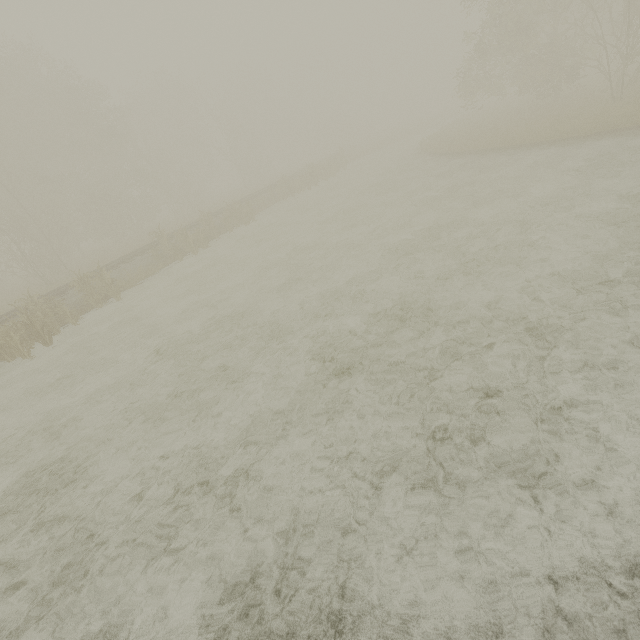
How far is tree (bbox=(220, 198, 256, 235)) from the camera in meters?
21.0

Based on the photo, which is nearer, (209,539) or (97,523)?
(209,539)

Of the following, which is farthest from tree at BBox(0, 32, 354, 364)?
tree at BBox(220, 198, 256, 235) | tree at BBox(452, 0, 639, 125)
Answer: tree at BBox(220, 198, 256, 235)

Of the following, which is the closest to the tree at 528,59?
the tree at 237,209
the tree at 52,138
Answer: the tree at 52,138

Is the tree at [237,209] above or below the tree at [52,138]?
below

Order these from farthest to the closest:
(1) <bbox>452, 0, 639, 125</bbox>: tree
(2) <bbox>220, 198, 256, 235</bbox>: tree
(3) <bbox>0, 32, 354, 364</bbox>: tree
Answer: (2) <bbox>220, 198, 256, 235</bbox>: tree → (3) <bbox>0, 32, 354, 364</bbox>: tree → (1) <bbox>452, 0, 639, 125</bbox>: tree
